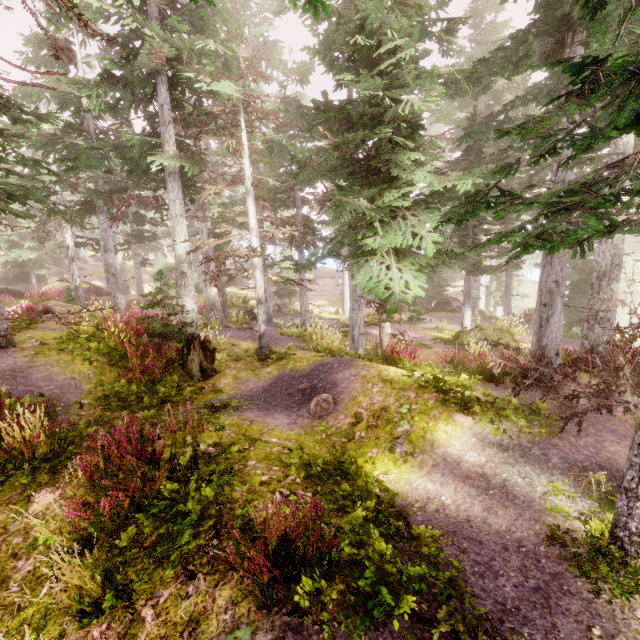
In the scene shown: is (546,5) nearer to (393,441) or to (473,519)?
(393,441)

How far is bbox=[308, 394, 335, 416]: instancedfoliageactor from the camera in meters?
7.5

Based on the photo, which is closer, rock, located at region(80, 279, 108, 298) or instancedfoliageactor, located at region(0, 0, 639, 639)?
instancedfoliageactor, located at region(0, 0, 639, 639)

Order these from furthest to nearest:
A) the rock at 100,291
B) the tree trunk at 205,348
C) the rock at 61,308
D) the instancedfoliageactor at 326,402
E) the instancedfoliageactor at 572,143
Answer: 1. the rock at 100,291
2. the rock at 61,308
3. the tree trunk at 205,348
4. the instancedfoliageactor at 326,402
5. the instancedfoliageactor at 572,143

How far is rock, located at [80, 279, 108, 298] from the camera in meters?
35.4 m

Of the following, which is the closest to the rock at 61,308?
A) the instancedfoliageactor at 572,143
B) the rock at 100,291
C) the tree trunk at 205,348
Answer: the instancedfoliageactor at 572,143

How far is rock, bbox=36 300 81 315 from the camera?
14.5 meters

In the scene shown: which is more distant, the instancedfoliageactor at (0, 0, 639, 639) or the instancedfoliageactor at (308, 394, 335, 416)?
the instancedfoliageactor at (308, 394, 335, 416)
